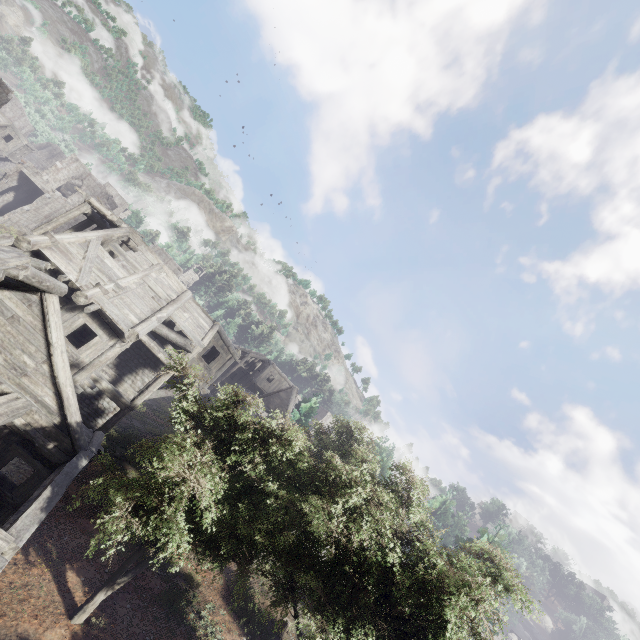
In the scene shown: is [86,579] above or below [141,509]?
below

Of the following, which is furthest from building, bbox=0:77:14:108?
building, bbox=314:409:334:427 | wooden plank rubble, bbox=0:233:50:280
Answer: building, bbox=314:409:334:427

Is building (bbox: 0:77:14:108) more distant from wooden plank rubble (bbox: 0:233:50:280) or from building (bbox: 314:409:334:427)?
building (bbox: 314:409:334:427)

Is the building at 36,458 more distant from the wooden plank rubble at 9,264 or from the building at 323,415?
the building at 323,415

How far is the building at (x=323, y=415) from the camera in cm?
5788

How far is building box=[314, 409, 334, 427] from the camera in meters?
57.9
